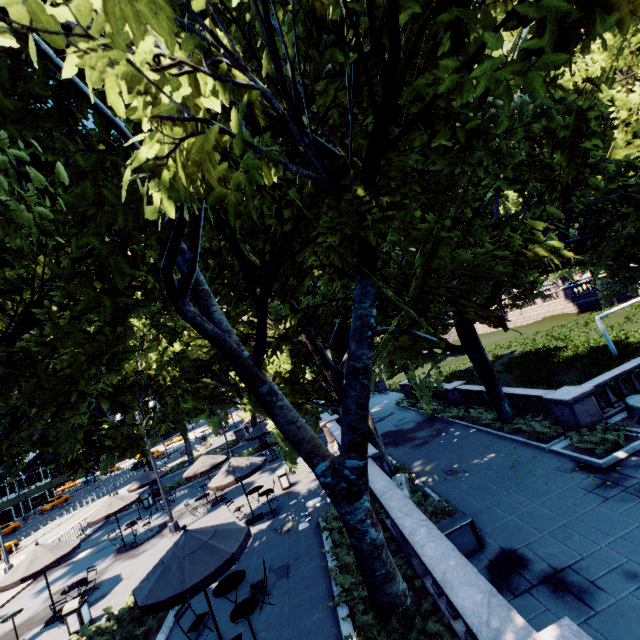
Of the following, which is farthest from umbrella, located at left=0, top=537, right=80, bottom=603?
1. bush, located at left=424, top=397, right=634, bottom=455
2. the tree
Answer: bush, located at left=424, top=397, right=634, bottom=455

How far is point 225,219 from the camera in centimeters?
668cm

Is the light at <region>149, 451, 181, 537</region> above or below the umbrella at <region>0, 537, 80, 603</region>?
below

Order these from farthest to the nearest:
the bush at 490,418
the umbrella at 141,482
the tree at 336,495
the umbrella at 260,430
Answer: the umbrella at 260,430, the umbrella at 141,482, the bush at 490,418, the tree at 336,495

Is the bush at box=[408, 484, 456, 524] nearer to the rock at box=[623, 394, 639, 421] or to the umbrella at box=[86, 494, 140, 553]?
the rock at box=[623, 394, 639, 421]

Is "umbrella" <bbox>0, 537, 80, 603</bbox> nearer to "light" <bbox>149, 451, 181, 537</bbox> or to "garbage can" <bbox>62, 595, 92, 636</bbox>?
"garbage can" <bbox>62, 595, 92, 636</bbox>

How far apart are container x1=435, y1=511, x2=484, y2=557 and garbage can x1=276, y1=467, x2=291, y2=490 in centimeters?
871cm

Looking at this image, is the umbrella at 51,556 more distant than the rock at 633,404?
No
